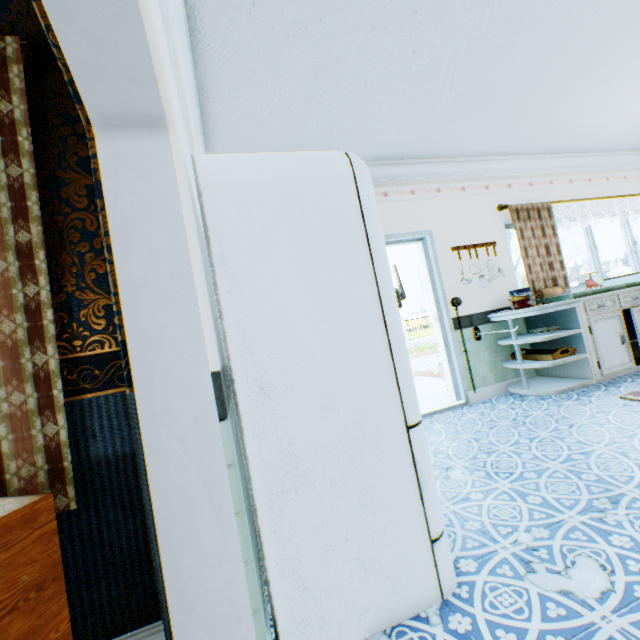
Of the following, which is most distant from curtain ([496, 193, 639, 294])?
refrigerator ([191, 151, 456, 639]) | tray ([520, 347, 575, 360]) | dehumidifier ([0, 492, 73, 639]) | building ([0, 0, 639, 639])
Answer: dehumidifier ([0, 492, 73, 639])

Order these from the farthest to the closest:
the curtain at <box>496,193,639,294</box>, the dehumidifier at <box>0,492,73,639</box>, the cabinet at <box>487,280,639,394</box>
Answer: the curtain at <box>496,193,639,294</box> < the cabinet at <box>487,280,639,394</box> < the dehumidifier at <box>0,492,73,639</box>

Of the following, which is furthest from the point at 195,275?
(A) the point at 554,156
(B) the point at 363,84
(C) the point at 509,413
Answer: (A) the point at 554,156

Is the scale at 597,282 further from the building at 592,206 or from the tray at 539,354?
the tray at 539,354

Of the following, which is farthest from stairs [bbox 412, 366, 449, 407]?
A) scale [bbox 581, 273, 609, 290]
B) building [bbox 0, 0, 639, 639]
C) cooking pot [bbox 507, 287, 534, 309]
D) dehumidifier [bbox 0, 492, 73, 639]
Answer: dehumidifier [bbox 0, 492, 73, 639]

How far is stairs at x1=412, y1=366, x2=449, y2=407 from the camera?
4.52m

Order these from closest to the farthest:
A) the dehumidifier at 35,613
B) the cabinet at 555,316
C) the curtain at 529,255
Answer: the dehumidifier at 35,613 < the cabinet at 555,316 < the curtain at 529,255

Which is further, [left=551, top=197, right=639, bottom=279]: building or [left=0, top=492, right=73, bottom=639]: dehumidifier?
[left=551, top=197, right=639, bottom=279]: building
